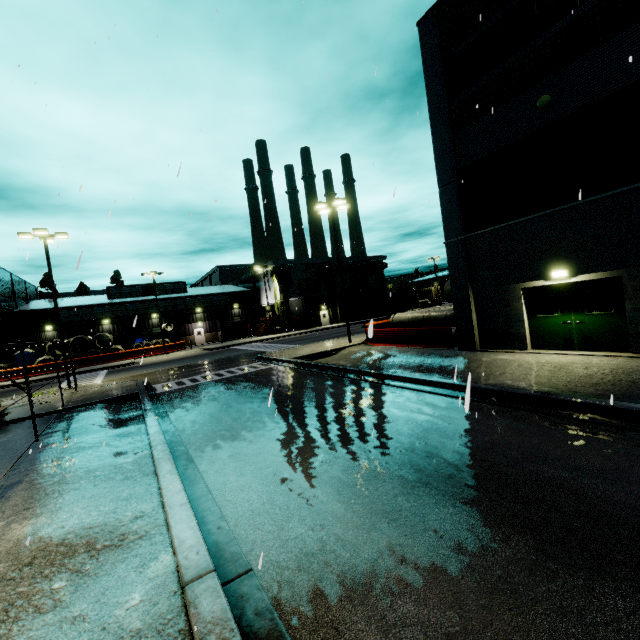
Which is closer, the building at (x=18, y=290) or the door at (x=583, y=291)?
the door at (x=583, y=291)

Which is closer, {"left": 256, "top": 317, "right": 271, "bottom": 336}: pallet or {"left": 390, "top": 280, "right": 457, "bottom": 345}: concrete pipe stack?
{"left": 390, "top": 280, "right": 457, "bottom": 345}: concrete pipe stack

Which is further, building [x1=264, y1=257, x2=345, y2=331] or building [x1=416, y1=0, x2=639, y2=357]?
building [x1=264, y1=257, x2=345, y2=331]

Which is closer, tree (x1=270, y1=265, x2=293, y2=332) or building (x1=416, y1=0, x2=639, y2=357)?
building (x1=416, y1=0, x2=639, y2=357)

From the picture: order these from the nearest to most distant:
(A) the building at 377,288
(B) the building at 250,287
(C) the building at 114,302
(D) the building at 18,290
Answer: (D) the building at 18,290
(C) the building at 114,302
(B) the building at 250,287
(A) the building at 377,288

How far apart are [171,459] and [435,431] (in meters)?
5.59

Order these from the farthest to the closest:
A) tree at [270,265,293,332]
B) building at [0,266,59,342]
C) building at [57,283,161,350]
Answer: tree at [270,265,293,332] < building at [57,283,161,350] < building at [0,266,59,342]

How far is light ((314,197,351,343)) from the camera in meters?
21.7 m
